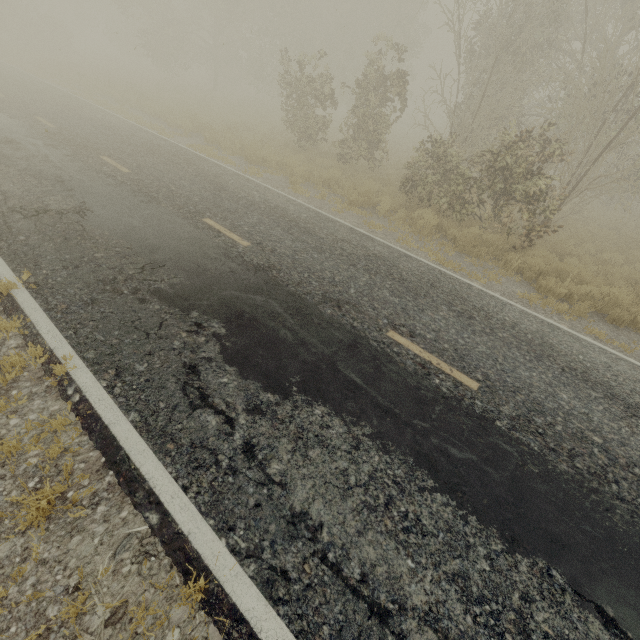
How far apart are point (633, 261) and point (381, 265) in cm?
1060
